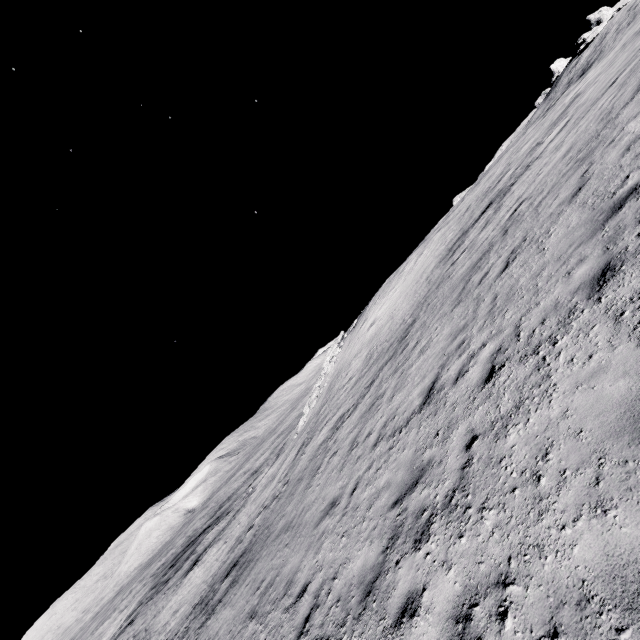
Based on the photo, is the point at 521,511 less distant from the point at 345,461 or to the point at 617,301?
the point at 617,301
